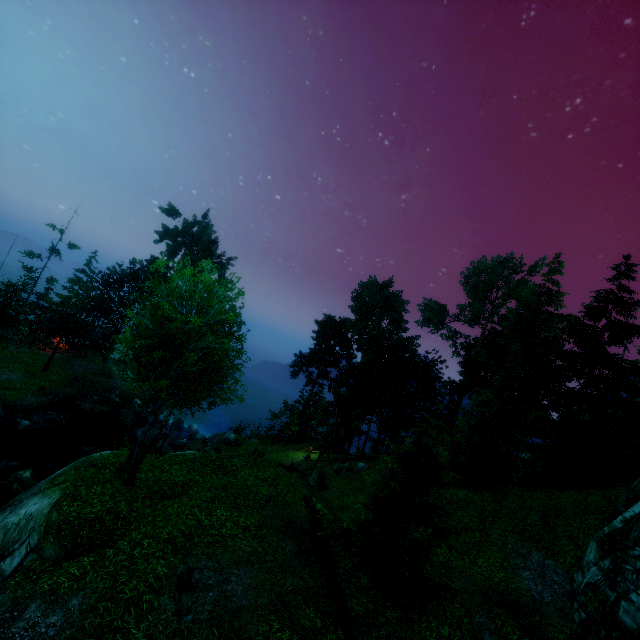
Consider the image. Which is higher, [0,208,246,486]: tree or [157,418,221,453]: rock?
[0,208,246,486]: tree

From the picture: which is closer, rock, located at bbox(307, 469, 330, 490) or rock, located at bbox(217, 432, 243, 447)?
rock, located at bbox(307, 469, 330, 490)

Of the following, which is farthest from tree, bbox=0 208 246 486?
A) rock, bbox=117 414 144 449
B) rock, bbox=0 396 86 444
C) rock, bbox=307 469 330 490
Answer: rock, bbox=0 396 86 444

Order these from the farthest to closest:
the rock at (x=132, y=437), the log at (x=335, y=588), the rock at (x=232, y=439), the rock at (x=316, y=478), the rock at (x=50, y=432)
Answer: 1. the rock at (x=232, y=439)
2. the rock at (x=132, y=437)
3. the rock at (x=50, y=432)
4. the rock at (x=316, y=478)
5. the log at (x=335, y=588)

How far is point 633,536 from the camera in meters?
12.2 m

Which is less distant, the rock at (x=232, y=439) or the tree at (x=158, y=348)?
the tree at (x=158, y=348)

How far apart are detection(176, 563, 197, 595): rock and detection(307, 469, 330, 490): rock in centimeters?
1575cm

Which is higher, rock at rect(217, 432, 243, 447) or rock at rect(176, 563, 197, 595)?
rock at rect(176, 563, 197, 595)
